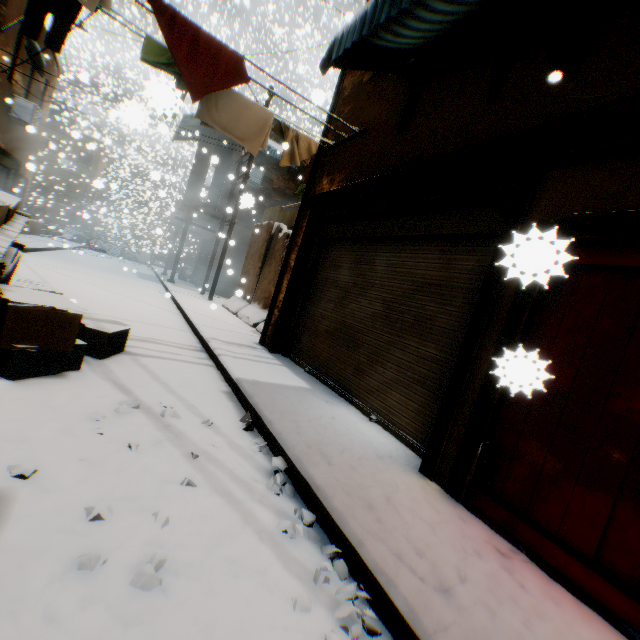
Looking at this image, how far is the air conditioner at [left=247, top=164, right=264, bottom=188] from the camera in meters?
15.9

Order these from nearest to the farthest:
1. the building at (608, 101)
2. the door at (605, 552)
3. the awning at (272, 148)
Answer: the door at (605, 552) < the building at (608, 101) < the awning at (272, 148)

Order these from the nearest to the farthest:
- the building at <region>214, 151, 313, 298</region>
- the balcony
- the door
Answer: the door, the balcony, the building at <region>214, 151, 313, 298</region>

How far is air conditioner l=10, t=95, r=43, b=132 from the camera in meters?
12.3

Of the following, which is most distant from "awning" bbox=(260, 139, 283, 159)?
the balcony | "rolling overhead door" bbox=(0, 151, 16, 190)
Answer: the balcony

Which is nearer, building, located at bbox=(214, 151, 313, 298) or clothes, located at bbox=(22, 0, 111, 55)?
clothes, located at bbox=(22, 0, 111, 55)

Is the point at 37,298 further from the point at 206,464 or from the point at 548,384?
the point at 548,384

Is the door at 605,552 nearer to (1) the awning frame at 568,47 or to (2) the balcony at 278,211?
(1) the awning frame at 568,47
